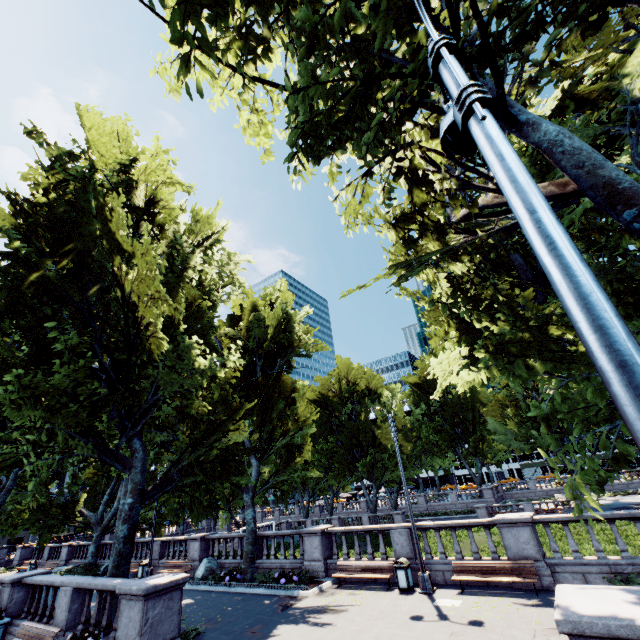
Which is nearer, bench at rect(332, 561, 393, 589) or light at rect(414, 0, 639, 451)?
light at rect(414, 0, 639, 451)

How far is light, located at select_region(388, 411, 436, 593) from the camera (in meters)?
12.72

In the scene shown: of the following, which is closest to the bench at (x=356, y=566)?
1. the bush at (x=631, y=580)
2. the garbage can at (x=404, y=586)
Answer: the garbage can at (x=404, y=586)

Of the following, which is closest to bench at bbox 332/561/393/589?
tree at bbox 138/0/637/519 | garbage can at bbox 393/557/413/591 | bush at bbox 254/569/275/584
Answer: garbage can at bbox 393/557/413/591

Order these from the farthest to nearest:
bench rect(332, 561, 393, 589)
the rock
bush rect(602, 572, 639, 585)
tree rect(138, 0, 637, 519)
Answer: the rock < bench rect(332, 561, 393, 589) < bush rect(602, 572, 639, 585) < tree rect(138, 0, 637, 519)

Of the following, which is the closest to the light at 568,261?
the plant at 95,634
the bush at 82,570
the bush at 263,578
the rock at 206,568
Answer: the bush at 263,578

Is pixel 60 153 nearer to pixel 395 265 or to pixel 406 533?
pixel 395 265

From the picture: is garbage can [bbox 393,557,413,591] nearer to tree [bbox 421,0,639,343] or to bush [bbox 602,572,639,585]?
bush [bbox 602,572,639,585]
